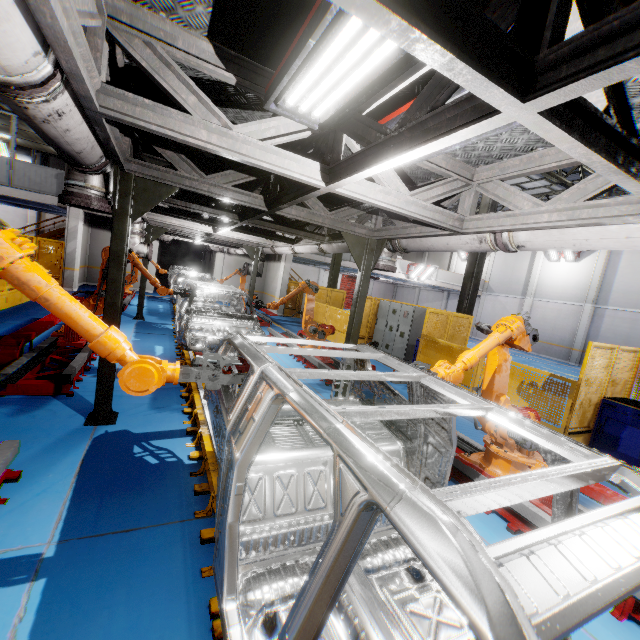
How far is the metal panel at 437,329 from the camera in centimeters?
857cm

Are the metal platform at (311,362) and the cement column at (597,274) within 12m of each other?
no

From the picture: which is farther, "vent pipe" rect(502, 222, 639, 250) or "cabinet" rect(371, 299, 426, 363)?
"cabinet" rect(371, 299, 426, 363)

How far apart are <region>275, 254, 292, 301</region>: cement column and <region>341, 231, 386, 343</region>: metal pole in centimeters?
1365cm

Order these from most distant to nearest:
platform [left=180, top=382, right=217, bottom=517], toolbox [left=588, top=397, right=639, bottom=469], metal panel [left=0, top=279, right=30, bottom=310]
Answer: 1. metal panel [left=0, top=279, right=30, bottom=310]
2. toolbox [left=588, top=397, right=639, bottom=469]
3. platform [left=180, top=382, right=217, bottom=517]

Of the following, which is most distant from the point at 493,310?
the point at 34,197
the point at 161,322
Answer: the point at 34,197

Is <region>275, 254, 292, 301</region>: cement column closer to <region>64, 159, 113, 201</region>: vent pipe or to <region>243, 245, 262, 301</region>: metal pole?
<region>243, 245, 262, 301</region>: metal pole

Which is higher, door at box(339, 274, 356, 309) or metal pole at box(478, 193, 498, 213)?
metal pole at box(478, 193, 498, 213)
